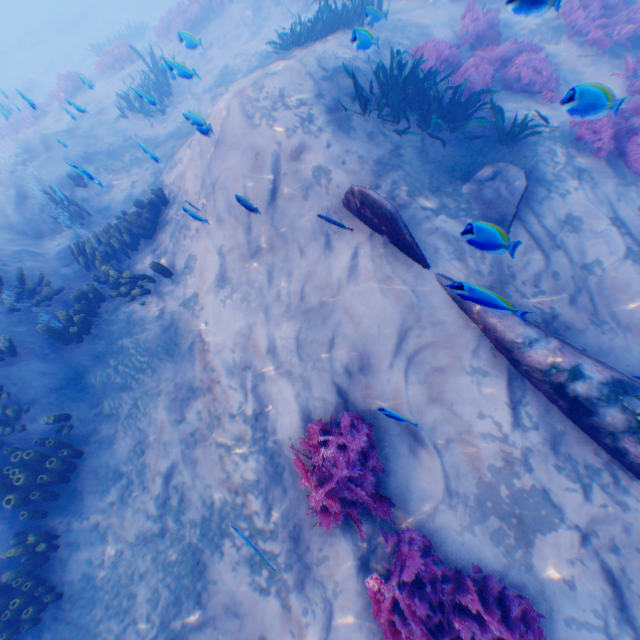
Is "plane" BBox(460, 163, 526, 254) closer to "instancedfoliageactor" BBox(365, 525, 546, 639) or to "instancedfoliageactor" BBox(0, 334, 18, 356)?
"instancedfoliageactor" BBox(365, 525, 546, 639)

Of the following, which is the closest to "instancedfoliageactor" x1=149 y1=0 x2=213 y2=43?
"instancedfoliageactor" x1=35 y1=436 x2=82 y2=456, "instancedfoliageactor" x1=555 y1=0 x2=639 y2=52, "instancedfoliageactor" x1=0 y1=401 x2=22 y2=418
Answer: "instancedfoliageactor" x1=555 y1=0 x2=639 y2=52

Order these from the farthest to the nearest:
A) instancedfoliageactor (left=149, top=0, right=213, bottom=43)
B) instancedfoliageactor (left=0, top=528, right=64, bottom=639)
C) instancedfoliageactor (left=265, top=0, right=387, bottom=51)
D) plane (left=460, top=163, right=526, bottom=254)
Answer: instancedfoliageactor (left=149, top=0, right=213, bottom=43) → instancedfoliageactor (left=265, top=0, right=387, bottom=51) → instancedfoliageactor (left=0, top=528, right=64, bottom=639) → plane (left=460, top=163, right=526, bottom=254)

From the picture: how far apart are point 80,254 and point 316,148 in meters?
6.0

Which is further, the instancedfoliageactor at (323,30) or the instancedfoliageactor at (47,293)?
the instancedfoliageactor at (323,30)

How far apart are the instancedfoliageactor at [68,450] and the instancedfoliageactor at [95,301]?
1.8m

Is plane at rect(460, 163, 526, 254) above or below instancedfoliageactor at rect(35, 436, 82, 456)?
above

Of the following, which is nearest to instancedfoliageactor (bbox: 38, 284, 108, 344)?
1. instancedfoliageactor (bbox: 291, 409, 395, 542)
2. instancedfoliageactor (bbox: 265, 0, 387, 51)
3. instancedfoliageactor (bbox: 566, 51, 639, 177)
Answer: instancedfoliageactor (bbox: 291, 409, 395, 542)
